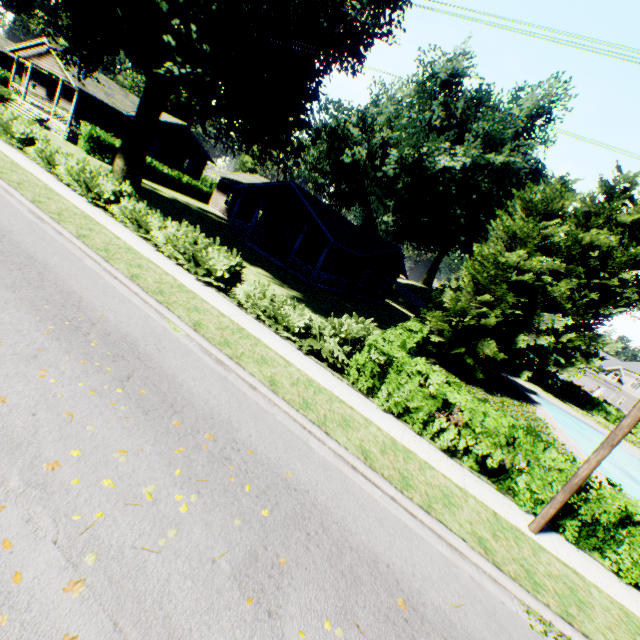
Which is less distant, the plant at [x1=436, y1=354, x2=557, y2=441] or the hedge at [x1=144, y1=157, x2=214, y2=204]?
the plant at [x1=436, y1=354, x2=557, y2=441]

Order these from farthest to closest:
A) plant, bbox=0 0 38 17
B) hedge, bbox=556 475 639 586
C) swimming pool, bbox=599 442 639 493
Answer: swimming pool, bbox=599 442 639 493 < plant, bbox=0 0 38 17 < hedge, bbox=556 475 639 586

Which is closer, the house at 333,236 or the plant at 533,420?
the plant at 533,420

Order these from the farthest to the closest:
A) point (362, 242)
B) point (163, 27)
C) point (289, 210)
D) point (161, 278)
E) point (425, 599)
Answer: point (362, 242) < point (289, 210) < point (163, 27) < point (161, 278) < point (425, 599)

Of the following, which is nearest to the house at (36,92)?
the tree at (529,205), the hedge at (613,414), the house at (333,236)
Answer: the house at (333,236)

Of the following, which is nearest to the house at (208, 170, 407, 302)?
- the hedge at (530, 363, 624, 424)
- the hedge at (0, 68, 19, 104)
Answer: the hedge at (0, 68, 19, 104)

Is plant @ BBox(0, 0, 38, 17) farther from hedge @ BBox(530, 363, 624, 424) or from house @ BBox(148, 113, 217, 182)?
hedge @ BBox(530, 363, 624, 424)

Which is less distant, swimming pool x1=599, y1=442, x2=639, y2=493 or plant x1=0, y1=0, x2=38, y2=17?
plant x1=0, y1=0, x2=38, y2=17
